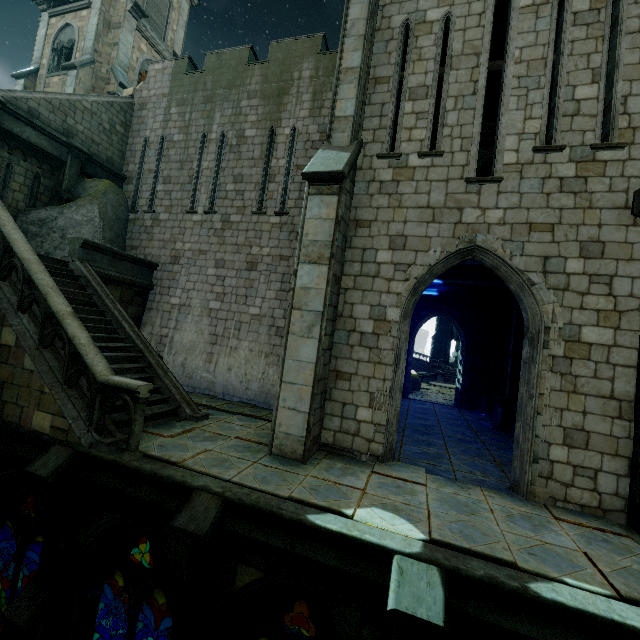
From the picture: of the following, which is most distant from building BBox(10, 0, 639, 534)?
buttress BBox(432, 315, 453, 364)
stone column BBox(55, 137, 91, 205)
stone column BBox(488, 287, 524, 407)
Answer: stone column BBox(55, 137, 91, 205)

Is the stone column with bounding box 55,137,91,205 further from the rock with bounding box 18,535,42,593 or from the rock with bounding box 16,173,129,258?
the rock with bounding box 18,535,42,593

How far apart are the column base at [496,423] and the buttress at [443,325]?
43.20m

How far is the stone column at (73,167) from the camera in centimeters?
1232cm

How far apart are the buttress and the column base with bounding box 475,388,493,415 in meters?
40.3 m

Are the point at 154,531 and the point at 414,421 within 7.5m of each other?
no

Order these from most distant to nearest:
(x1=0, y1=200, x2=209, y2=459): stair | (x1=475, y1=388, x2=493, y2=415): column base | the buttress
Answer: the buttress → (x1=475, y1=388, x2=493, y2=415): column base → (x1=0, y1=200, x2=209, y2=459): stair

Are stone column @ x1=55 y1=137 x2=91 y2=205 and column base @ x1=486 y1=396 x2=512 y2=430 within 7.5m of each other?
no
